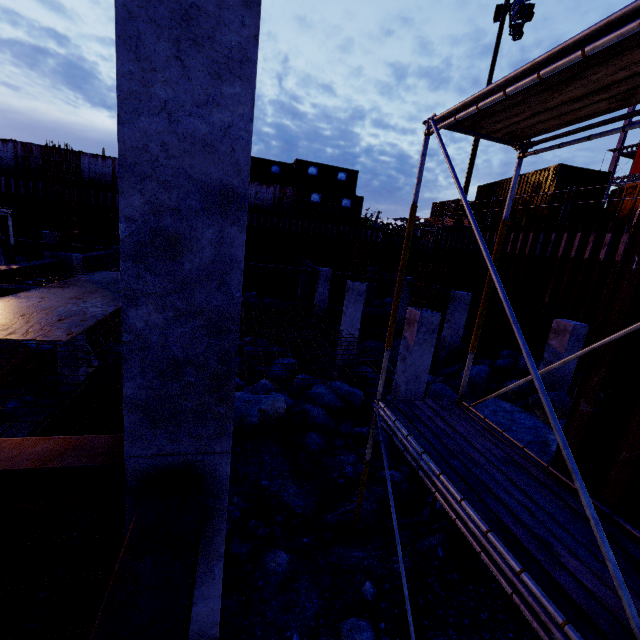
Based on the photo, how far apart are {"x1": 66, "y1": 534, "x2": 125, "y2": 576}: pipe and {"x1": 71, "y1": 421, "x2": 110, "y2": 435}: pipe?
0.1 meters

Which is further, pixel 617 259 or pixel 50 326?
pixel 617 259

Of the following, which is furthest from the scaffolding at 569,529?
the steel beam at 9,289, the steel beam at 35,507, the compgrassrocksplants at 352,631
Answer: the steel beam at 9,289

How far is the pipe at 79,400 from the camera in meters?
6.1

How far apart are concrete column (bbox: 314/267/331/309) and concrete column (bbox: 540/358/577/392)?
10.34m

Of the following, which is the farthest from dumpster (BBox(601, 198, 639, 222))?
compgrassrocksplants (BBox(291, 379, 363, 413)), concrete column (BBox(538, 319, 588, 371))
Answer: compgrassrocksplants (BBox(291, 379, 363, 413))

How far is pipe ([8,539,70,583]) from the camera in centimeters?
379cm

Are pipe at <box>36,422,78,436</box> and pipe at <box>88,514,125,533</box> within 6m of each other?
yes
